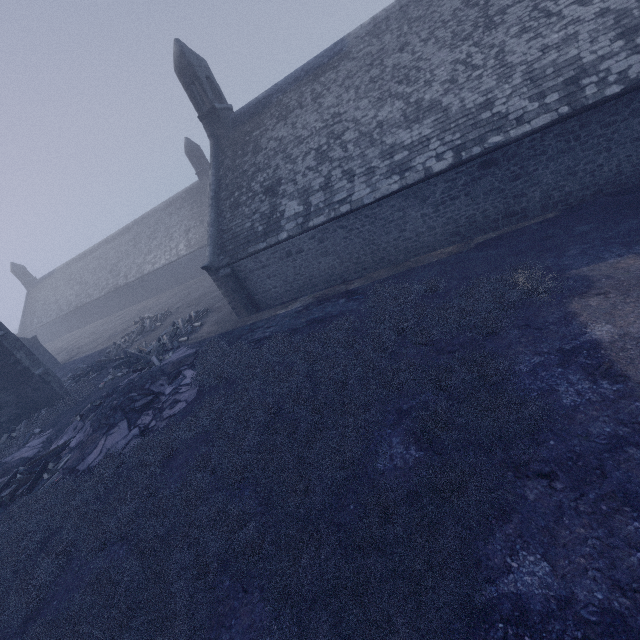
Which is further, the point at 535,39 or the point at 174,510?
the point at 535,39
